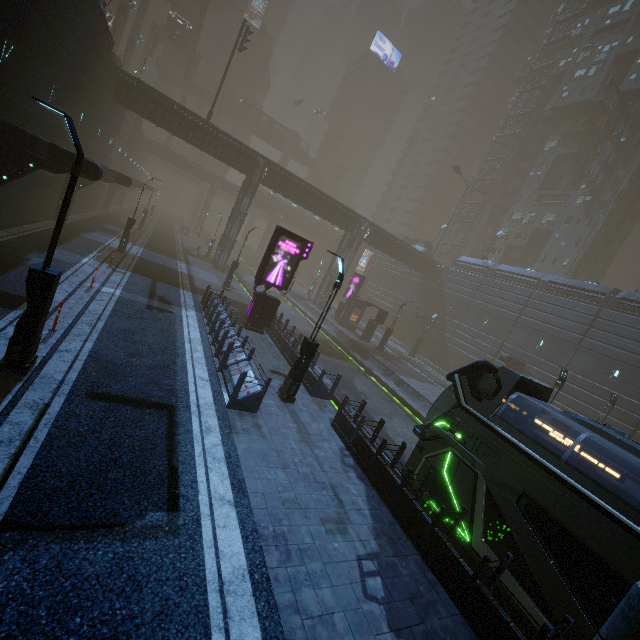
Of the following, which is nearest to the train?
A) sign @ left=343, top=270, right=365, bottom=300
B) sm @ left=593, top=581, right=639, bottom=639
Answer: sm @ left=593, top=581, right=639, bottom=639

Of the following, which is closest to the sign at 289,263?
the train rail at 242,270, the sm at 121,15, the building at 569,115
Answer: the building at 569,115

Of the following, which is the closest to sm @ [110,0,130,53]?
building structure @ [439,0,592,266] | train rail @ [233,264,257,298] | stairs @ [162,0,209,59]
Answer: stairs @ [162,0,209,59]

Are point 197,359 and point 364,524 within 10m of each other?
yes

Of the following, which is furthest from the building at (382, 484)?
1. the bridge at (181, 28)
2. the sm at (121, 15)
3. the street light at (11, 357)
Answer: the bridge at (181, 28)

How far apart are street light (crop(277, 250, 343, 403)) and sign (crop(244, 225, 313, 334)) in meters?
6.8 m

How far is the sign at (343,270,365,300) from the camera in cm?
3631

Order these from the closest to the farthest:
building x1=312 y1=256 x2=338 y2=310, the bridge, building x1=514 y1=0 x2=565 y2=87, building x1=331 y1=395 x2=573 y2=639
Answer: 1. building x1=331 y1=395 x2=573 y2=639
2. building x1=312 y1=256 x2=338 y2=310
3. the bridge
4. building x1=514 y1=0 x2=565 y2=87
